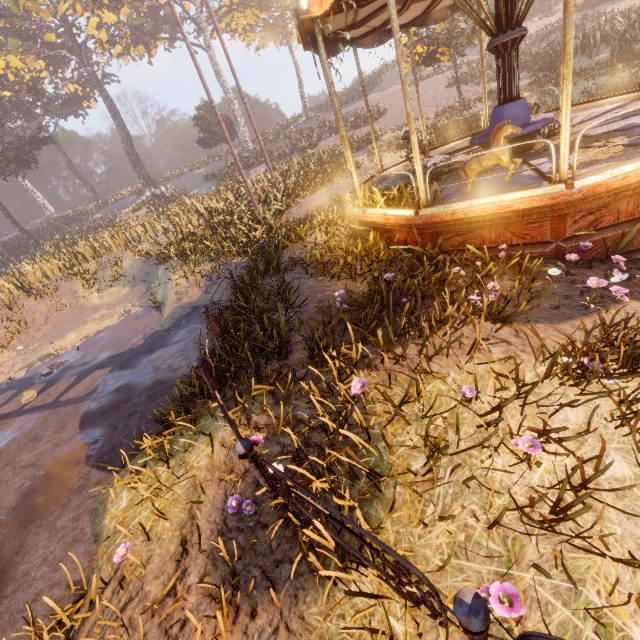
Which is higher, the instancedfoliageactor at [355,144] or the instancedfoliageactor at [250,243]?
the instancedfoliageactor at [355,144]

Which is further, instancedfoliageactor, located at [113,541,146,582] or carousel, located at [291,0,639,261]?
carousel, located at [291,0,639,261]

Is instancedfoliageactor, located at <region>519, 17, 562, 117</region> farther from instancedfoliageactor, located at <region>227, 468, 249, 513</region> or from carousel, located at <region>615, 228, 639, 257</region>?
instancedfoliageactor, located at <region>227, 468, 249, 513</region>

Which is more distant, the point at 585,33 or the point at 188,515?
the point at 585,33

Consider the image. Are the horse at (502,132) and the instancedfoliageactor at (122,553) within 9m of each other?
yes

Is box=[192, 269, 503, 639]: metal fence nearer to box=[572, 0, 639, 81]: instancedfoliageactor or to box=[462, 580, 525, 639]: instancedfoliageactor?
box=[462, 580, 525, 639]: instancedfoliageactor

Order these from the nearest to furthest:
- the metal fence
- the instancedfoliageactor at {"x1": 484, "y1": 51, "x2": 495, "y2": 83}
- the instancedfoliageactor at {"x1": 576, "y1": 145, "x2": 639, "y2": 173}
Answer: the metal fence → the instancedfoliageactor at {"x1": 576, "y1": 145, "x2": 639, "y2": 173} → the instancedfoliageactor at {"x1": 484, "y1": 51, "x2": 495, "y2": 83}

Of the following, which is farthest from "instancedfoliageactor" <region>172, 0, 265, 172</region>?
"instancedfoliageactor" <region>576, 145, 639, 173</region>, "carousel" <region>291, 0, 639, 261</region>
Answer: "instancedfoliageactor" <region>576, 145, 639, 173</region>
